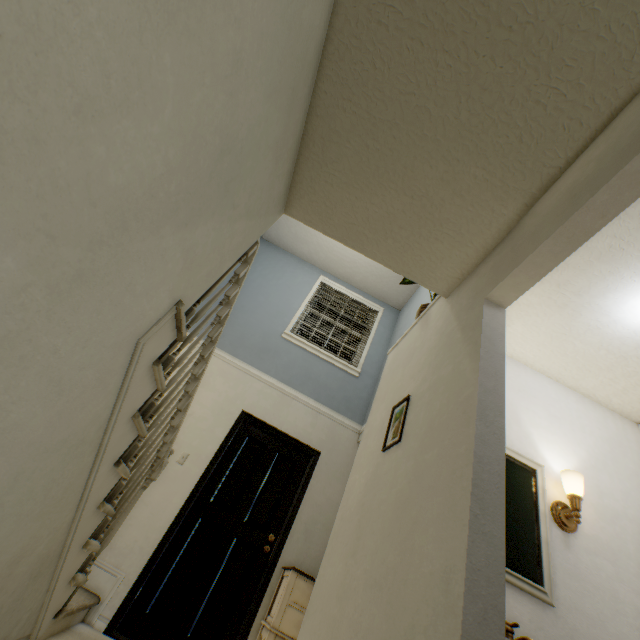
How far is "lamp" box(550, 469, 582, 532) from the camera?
1.6m

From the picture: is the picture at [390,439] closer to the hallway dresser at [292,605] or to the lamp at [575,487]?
the lamp at [575,487]

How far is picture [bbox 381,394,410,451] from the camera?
1.75m

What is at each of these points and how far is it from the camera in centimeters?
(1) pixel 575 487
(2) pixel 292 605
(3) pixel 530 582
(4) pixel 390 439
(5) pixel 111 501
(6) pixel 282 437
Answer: (1) lamp, 169cm
(2) hallway dresser, 274cm
(3) bathroom sink, 144cm
(4) picture, 184cm
(5) stairs, 192cm
(6) door, 397cm

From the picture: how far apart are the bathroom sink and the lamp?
0.08m

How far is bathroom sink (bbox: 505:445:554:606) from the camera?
1.4 meters

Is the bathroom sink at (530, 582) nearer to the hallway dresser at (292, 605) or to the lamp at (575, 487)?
the lamp at (575, 487)

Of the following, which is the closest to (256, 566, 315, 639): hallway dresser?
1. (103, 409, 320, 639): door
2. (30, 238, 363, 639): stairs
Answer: (103, 409, 320, 639): door
